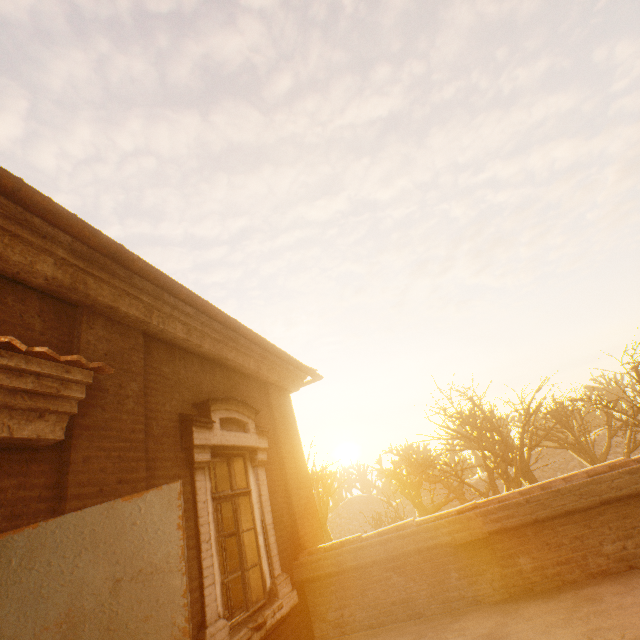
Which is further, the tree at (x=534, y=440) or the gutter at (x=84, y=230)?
the tree at (x=534, y=440)

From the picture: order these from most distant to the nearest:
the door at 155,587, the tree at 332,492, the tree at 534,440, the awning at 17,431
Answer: the tree at 332,492 < the tree at 534,440 < the awning at 17,431 < the door at 155,587

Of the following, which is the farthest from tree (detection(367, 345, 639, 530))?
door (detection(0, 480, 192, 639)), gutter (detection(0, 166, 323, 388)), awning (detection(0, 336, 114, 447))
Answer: awning (detection(0, 336, 114, 447))

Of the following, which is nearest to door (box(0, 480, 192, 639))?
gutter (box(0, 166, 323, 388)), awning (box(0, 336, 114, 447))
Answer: awning (box(0, 336, 114, 447))

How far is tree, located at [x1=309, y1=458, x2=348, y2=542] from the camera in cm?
1719

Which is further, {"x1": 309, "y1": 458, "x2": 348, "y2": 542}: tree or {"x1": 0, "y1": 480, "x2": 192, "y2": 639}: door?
{"x1": 309, "y1": 458, "x2": 348, "y2": 542}: tree

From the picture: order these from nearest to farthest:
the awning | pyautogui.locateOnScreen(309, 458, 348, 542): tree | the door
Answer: the door, the awning, pyautogui.locateOnScreen(309, 458, 348, 542): tree

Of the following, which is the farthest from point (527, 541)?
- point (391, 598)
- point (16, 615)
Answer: point (16, 615)
